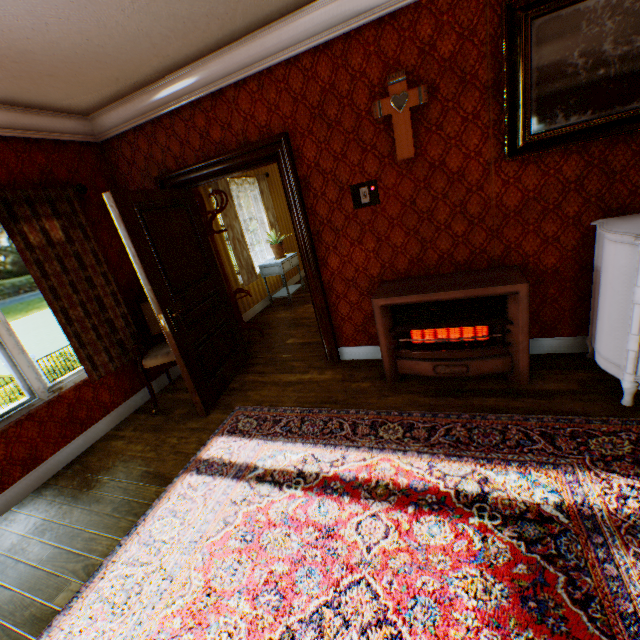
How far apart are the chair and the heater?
2.0m

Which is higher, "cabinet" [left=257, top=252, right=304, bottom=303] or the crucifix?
the crucifix

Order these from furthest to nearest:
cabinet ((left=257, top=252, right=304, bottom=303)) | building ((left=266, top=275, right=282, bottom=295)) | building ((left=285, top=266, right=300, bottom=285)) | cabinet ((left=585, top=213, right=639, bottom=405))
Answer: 1. building ((left=285, top=266, right=300, bottom=285))
2. building ((left=266, top=275, right=282, bottom=295))
3. cabinet ((left=257, top=252, right=304, bottom=303))
4. cabinet ((left=585, top=213, right=639, bottom=405))

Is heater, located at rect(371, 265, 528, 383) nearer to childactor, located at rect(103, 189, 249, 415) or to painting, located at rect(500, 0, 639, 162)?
painting, located at rect(500, 0, 639, 162)

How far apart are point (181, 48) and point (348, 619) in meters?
4.0 m

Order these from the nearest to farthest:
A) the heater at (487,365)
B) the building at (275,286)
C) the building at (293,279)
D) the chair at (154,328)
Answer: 1. the heater at (487,365)
2. the chair at (154,328)
3. the building at (275,286)
4. the building at (293,279)

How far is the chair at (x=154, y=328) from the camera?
3.6m

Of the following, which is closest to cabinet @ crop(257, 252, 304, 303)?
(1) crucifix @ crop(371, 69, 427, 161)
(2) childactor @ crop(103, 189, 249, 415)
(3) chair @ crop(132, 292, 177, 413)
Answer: (2) childactor @ crop(103, 189, 249, 415)
